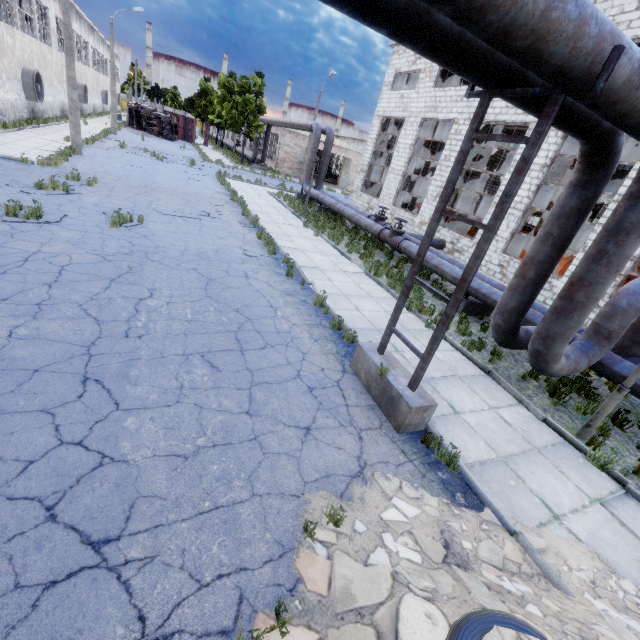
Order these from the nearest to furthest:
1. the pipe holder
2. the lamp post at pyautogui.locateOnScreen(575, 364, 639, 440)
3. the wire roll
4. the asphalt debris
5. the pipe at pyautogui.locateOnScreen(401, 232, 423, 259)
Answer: the wire roll < the pipe holder < the lamp post at pyautogui.locateOnScreen(575, 364, 639, 440) < the asphalt debris < the pipe at pyautogui.locateOnScreen(401, 232, 423, 259)

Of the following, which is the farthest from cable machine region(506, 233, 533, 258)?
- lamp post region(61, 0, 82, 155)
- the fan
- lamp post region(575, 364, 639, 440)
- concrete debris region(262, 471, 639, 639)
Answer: the fan

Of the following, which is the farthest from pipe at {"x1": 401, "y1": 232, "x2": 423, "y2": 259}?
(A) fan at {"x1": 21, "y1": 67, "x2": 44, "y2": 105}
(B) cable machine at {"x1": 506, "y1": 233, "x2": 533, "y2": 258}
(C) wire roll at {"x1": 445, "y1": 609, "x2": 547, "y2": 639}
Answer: (A) fan at {"x1": 21, "y1": 67, "x2": 44, "y2": 105}

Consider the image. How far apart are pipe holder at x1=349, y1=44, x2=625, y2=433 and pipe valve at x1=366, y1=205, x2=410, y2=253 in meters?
8.4

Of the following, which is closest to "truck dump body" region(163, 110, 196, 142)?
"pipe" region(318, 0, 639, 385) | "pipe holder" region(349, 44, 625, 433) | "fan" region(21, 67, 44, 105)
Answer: "fan" region(21, 67, 44, 105)

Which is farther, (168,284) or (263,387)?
(168,284)

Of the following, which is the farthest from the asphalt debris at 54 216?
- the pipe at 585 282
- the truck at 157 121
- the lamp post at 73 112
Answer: the truck at 157 121

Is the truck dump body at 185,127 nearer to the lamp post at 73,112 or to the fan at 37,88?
the fan at 37,88
